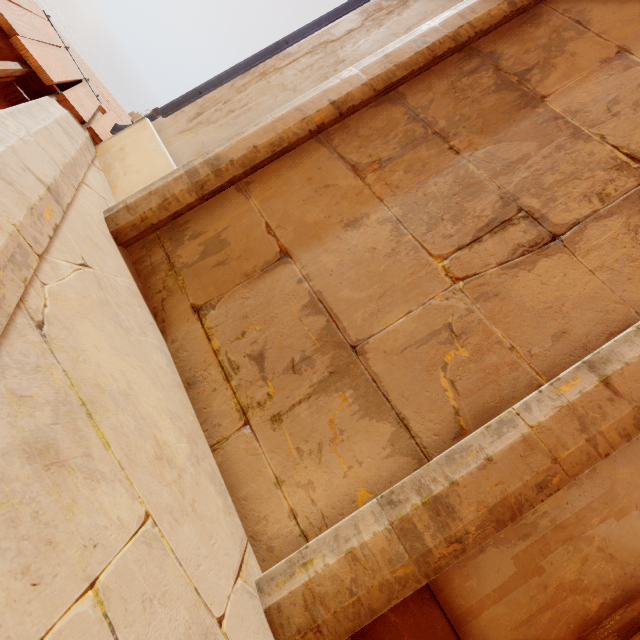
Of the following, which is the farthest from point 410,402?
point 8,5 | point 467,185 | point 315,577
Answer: point 8,5

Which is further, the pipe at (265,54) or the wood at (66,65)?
the pipe at (265,54)

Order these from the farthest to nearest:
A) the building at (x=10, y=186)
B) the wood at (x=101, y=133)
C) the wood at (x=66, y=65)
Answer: the wood at (x=101, y=133) → the wood at (x=66, y=65) → the building at (x=10, y=186)

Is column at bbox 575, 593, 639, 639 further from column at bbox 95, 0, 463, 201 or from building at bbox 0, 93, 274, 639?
column at bbox 95, 0, 463, 201

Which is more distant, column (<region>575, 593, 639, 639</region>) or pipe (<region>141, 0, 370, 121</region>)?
pipe (<region>141, 0, 370, 121</region>)

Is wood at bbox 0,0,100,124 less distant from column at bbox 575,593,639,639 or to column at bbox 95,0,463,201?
column at bbox 95,0,463,201

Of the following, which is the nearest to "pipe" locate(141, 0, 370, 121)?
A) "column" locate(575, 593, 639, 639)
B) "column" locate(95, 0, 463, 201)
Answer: "column" locate(95, 0, 463, 201)

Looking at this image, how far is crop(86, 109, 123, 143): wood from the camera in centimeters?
294cm
